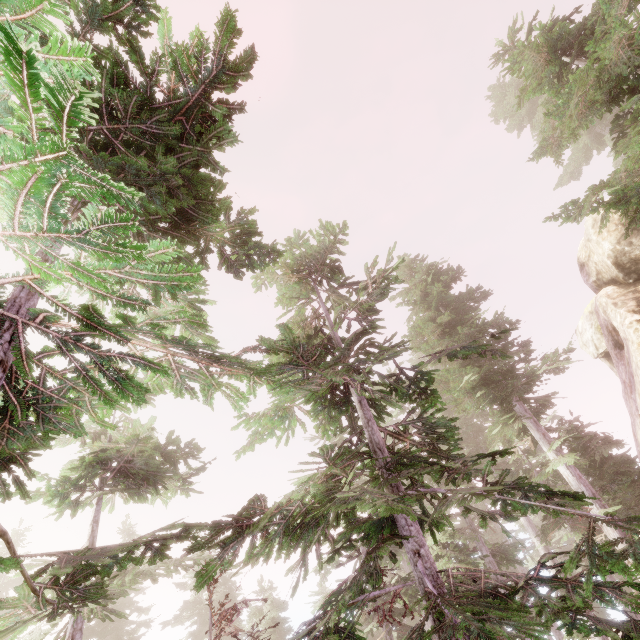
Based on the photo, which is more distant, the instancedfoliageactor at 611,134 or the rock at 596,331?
the rock at 596,331

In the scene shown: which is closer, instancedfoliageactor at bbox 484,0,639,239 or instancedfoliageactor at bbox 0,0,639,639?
instancedfoliageactor at bbox 0,0,639,639

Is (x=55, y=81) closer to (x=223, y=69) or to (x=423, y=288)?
(x=223, y=69)

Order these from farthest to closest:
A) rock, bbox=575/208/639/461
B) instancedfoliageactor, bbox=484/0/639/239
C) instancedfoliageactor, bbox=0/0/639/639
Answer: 1. rock, bbox=575/208/639/461
2. instancedfoliageactor, bbox=484/0/639/239
3. instancedfoliageactor, bbox=0/0/639/639

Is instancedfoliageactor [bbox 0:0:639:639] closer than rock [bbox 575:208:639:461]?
Yes
